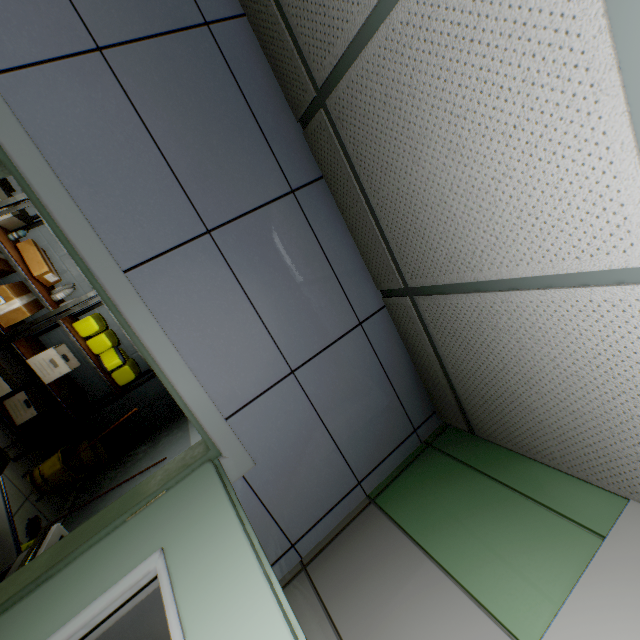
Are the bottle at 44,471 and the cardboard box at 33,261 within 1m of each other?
no

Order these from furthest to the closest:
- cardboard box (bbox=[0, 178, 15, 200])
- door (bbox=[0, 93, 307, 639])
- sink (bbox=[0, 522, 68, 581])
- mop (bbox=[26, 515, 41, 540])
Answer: cardboard box (bbox=[0, 178, 15, 200]) < mop (bbox=[26, 515, 41, 540]) < sink (bbox=[0, 522, 68, 581]) < door (bbox=[0, 93, 307, 639])

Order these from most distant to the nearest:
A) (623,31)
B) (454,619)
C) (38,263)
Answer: (38,263)
(454,619)
(623,31)

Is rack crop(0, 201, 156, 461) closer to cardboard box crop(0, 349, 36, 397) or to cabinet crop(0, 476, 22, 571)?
cardboard box crop(0, 349, 36, 397)

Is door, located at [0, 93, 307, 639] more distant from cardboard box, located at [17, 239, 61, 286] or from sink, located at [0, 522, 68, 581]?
cardboard box, located at [17, 239, 61, 286]

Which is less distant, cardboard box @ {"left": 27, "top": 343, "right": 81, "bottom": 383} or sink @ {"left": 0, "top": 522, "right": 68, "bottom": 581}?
sink @ {"left": 0, "top": 522, "right": 68, "bottom": 581}

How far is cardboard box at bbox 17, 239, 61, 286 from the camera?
3.7m

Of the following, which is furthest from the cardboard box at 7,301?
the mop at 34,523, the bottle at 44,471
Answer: the mop at 34,523
